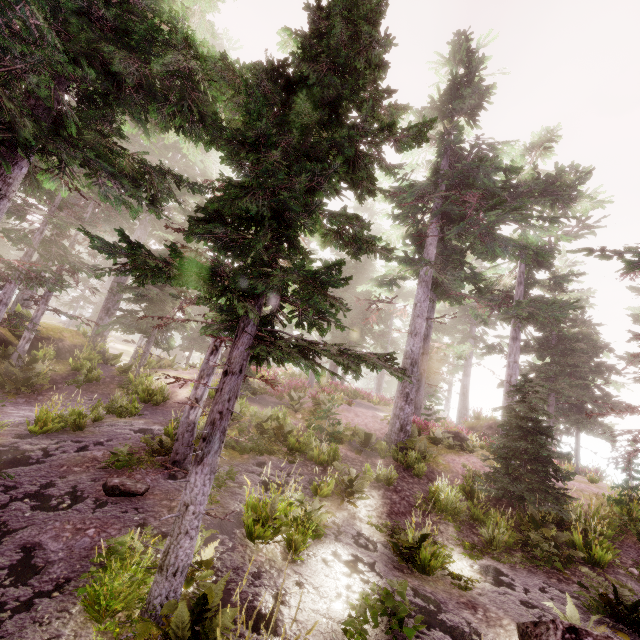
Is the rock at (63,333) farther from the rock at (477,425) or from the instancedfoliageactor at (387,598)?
the rock at (477,425)

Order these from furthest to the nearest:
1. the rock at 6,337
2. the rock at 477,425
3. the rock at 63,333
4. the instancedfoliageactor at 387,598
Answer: the rock at 477,425
the rock at 63,333
the rock at 6,337
the instancedfoliageactor at 387,598

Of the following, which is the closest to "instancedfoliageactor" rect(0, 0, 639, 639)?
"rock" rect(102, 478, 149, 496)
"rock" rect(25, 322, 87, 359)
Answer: "rock" rect(25, 322, 87, 359)

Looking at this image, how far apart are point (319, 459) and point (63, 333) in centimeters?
1672cm

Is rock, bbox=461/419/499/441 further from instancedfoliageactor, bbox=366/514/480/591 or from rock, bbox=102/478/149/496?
rock, bbox=102/478/149/496

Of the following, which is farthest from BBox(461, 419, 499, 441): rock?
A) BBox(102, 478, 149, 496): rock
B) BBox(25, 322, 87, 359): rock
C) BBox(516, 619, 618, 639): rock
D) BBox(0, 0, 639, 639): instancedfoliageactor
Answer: BBox(25, 322, 87, 359): rock

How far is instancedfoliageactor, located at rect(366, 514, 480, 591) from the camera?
7.5m

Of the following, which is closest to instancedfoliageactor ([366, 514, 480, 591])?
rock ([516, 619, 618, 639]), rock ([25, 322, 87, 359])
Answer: rock ([25, 322, 87, 359])
